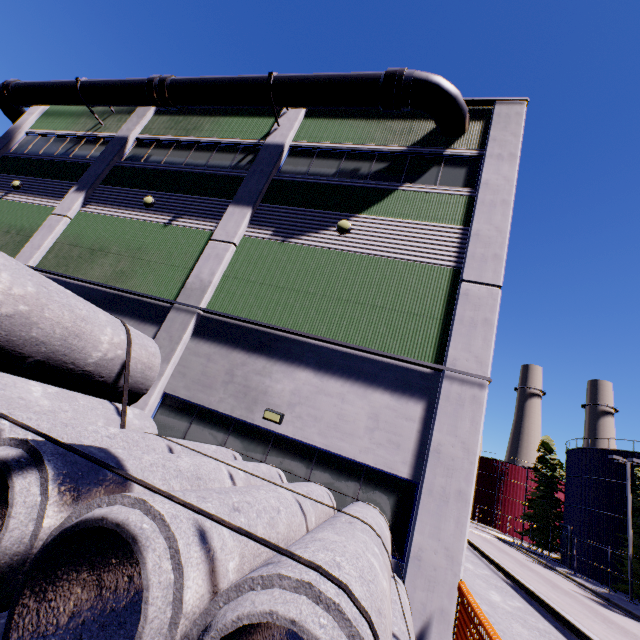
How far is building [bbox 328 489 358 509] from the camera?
7.0m

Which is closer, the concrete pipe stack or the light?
the concrete pipe stack

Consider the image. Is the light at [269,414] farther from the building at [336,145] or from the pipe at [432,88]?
the pipe at [432,88]

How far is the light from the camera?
7.7m

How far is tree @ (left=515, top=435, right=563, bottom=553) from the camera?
40.19m

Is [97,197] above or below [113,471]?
above

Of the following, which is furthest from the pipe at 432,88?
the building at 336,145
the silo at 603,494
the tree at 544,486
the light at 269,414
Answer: the tree at 544,486

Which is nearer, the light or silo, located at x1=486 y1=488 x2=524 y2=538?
the light
